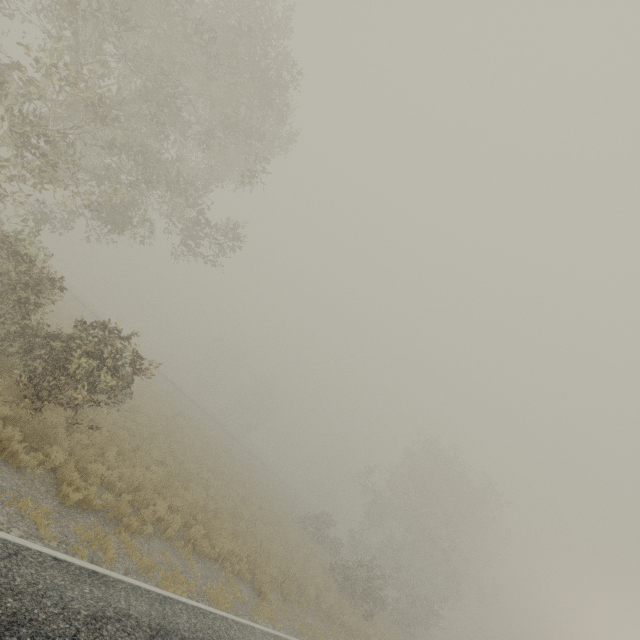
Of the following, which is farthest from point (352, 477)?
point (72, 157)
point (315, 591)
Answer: point (72, 157)
